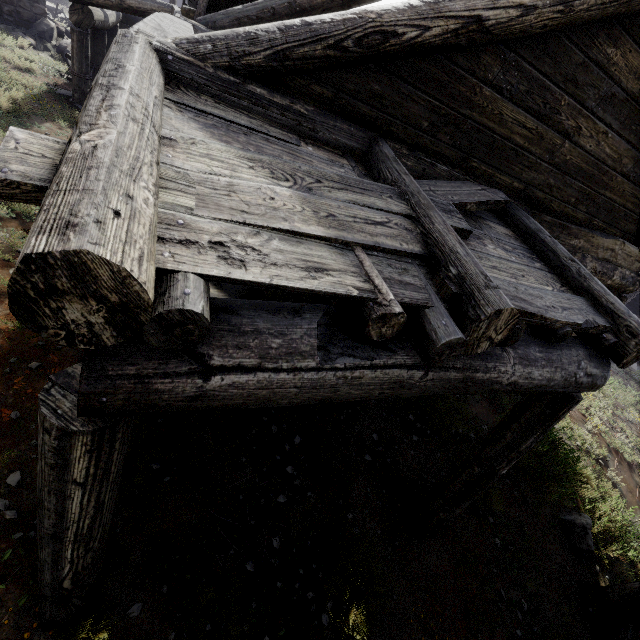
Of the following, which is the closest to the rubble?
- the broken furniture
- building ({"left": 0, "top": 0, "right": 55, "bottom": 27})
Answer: building ({"left": 0, "top": 0, "right": 55, "bottom": 27})

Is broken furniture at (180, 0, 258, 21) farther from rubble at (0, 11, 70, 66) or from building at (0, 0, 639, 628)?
rubble at (0, 11, 70, 66)

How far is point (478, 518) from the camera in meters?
5.8

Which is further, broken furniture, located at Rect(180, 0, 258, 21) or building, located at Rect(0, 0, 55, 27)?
building, located at Rect(0, 0, 55, 27)

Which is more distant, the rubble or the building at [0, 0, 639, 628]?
the rubble

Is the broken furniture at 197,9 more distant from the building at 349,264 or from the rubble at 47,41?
the rubble at 47,41

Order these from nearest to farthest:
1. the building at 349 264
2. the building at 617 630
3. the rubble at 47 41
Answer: the building at 349 264 → the building at 617 630 → the rubble at 47 41
